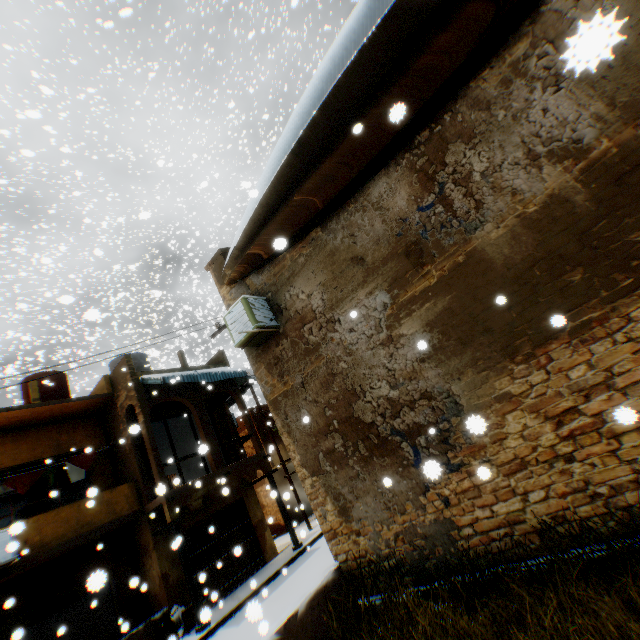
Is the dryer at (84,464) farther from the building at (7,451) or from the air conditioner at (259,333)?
the air conditioner at (259,333)

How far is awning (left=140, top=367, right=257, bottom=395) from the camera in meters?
12.2

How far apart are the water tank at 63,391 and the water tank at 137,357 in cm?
189

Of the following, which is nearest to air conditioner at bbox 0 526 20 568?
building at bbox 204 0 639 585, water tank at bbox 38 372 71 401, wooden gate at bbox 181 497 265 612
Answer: building at bbox 204 0 639 585

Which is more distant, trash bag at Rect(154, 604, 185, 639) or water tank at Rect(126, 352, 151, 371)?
water tank at Rect(126, 352, 151, 371)

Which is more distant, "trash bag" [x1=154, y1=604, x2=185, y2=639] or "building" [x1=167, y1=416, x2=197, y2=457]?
"building" [x1=167, y1=416, x2=197, y2=457]

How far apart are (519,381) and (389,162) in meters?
4.1 m

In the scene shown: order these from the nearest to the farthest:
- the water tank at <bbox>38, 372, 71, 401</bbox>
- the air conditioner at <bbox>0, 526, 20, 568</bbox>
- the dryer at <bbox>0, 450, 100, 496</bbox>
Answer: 1. the air conditioner at <bbox>0, 526, 20, 568</bbox>
2. the dryer at <bbox>0, 450, 100, 496</bbox>
3. the water tank at <bbox>38, 372, 71, 401</bbox>
